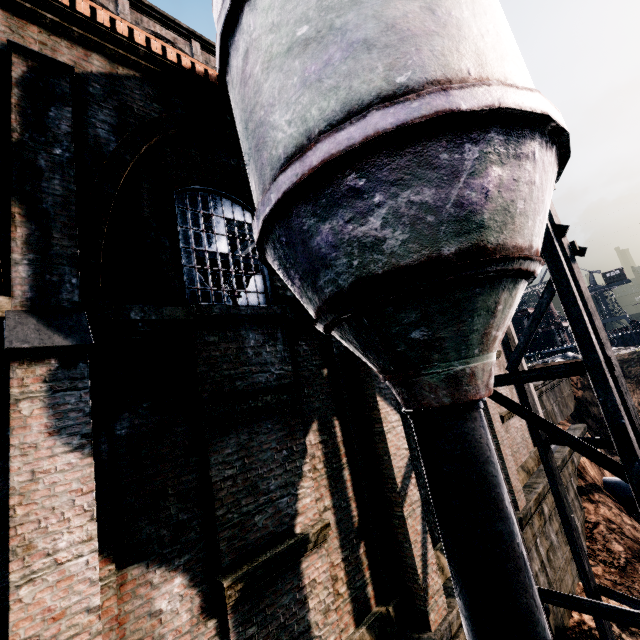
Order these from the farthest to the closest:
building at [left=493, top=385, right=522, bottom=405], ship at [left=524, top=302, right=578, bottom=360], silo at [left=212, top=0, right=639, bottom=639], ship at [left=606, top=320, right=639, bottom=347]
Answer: ship at [left=524, top=302, right=578, bottom=360] → ship at [left=606, top=320, right=639, bottom=347] → building at [left=493, top=385, right=522, bottom=405] → silo at [left=212, top=0, right=639, bottom=639]

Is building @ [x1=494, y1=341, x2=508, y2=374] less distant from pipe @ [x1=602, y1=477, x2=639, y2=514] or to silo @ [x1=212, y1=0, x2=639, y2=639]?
silo @ [x1=212, y1=0, x2=639, y2=639]

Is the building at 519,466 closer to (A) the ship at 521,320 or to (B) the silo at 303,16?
(B) the silo at 303,16

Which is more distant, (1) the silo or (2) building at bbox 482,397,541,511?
(2) building at bbox 482,397,541,511

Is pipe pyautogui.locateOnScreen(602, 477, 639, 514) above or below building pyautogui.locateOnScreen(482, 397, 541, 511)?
below

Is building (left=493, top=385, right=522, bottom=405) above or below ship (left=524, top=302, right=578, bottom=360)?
below

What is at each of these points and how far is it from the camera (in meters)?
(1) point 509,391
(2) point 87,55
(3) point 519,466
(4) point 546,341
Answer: (1) building, 14.54
(2) building, 5.83
(3) building, 12.91
(4) ship, 51.09

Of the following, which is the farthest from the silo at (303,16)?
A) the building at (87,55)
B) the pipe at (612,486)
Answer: the pipe at (612,486)
